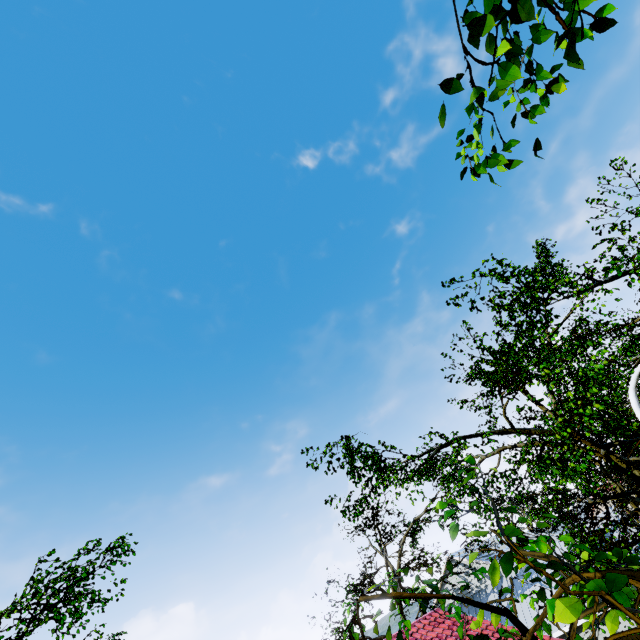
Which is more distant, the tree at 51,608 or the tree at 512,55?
the tree at 51,608

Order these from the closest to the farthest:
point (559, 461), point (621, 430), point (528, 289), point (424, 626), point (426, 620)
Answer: point (559, 461) < point (528, 289) < point (621, 430) < point (424, 626) < point (426, 620)

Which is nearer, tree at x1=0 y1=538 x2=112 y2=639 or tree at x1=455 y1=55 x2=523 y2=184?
tree at x1=455 y1=55 x2=523 y2=184

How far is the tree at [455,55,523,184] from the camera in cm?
195

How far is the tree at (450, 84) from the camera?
1.8m

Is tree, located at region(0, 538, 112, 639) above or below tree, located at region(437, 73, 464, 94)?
above
